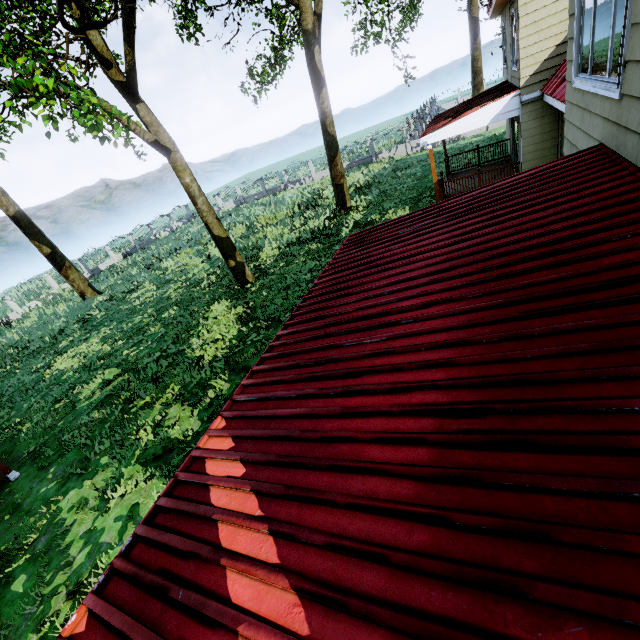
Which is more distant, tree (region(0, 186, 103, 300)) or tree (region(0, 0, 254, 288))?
tree (region(0, 186, 103, 300))

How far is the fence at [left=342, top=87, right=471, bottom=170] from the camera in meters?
28.2

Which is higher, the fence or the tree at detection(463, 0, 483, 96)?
the tree at detection(463, 0, 483, 96)

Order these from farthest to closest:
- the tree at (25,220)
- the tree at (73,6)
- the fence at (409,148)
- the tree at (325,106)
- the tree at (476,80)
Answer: the fence at (409,148) → the tree at (476,80) → the tree at (25,220) → the tree at (325,106) → the tree at (73,6)

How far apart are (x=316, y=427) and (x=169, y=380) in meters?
9.2

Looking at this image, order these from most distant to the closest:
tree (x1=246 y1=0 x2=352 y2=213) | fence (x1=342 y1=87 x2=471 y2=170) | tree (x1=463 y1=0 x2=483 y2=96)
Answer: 1. fence (x1=342 y1=87 x2=471 y2=170)
2. tree (x1=463 y1=0 x2=483 y2=96)
3. tree (x1=246 y1=0 x2=352 y2=213)

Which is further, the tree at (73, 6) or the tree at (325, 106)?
the tree at (325, 106)
